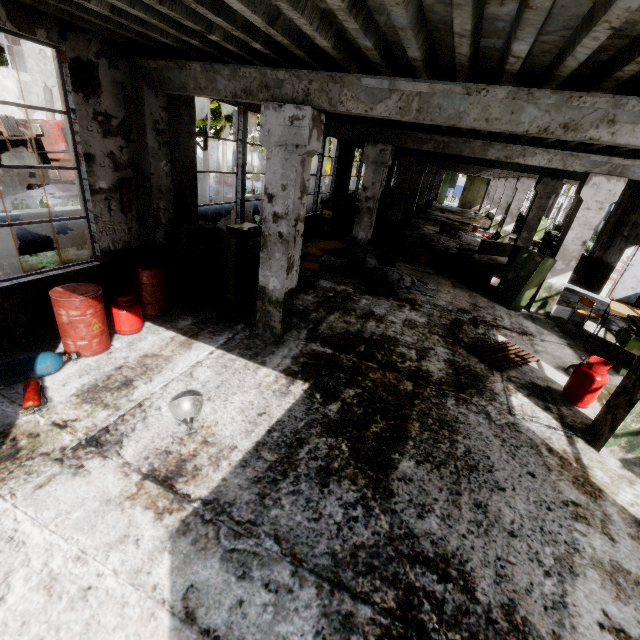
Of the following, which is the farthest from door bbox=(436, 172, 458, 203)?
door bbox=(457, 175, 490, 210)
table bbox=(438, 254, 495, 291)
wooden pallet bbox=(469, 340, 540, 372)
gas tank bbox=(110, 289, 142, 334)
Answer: gas tank bbox=(110, 289, 142, 334)

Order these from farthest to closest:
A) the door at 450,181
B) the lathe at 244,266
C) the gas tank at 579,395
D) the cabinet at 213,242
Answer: the door at 450,181 → the lathe at 244,266 → the cabinet at 213,242 → the gas tank at 579,395

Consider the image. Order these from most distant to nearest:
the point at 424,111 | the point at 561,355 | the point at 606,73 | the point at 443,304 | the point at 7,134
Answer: the point at 7,134 → the point at 443,304 → the point at 561,355 → the point at 424,111 → the point at 606,73

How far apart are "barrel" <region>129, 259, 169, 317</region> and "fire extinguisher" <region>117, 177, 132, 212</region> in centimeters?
94cm

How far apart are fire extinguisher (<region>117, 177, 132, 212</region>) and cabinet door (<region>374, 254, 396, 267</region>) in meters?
8.4

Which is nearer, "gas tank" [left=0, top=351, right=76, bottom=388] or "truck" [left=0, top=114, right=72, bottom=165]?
"gas tank" [left=0, top=351, right=76, bottom=388]

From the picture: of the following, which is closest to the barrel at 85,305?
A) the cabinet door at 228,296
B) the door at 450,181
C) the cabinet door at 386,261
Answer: the cabinet door at 228,296

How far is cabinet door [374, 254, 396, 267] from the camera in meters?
12.2
